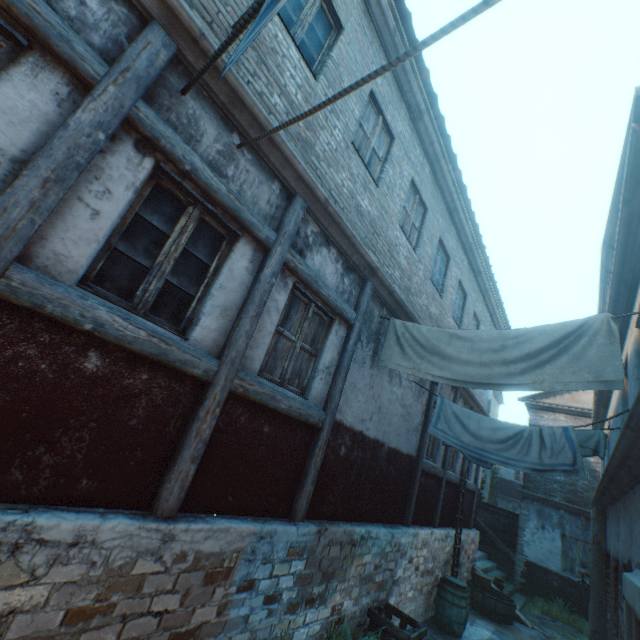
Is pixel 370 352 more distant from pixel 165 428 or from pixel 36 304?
pixel 36 304

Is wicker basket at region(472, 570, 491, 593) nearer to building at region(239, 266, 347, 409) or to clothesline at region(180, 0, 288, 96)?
building at region(239, 266, 347, 409)

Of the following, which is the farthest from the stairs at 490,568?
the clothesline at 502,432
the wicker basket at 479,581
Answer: the clothesline at 502,432

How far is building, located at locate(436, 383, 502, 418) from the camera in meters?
9.1 m

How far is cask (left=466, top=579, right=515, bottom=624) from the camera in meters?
9.4

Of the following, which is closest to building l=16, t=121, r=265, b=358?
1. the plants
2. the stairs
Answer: the stairs

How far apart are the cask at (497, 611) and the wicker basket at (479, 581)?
0.10m

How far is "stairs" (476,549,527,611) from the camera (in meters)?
11.54
